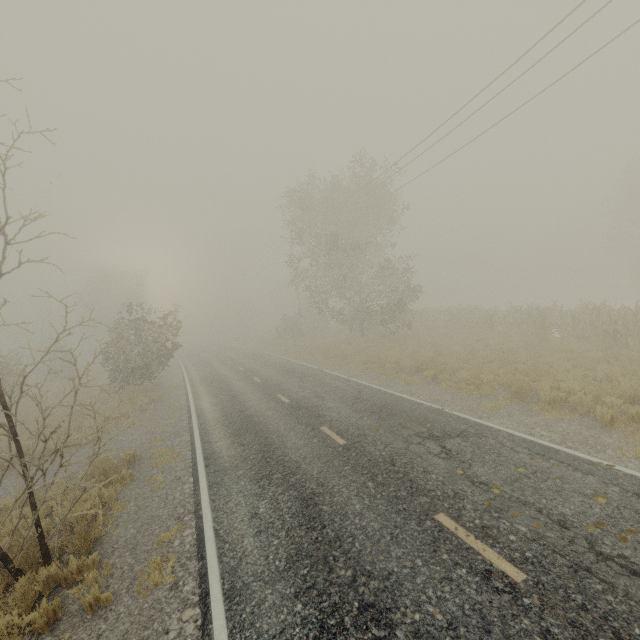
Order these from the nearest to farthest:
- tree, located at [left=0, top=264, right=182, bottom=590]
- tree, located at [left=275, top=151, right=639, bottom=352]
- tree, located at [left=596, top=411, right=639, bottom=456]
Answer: tree, located at [left=0, top=264, right=182, bottom=590], tree, located at [left=596, top=411, right=639, bottom=456], tree, located at [left=275, top=151, right=639, bottom=352]

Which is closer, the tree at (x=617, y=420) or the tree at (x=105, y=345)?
the tree at (x=105, y=345)

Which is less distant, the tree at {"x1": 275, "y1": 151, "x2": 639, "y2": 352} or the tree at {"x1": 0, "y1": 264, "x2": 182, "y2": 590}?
the tree at {"x1": 0, "y1": 264, "x2": 182, "y2": 590}

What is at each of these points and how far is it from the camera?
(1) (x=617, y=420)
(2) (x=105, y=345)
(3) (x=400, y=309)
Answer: (1) tree, 7.8 meters
(2) tree, 49.4 meters
(3) tree, 23.6 meters

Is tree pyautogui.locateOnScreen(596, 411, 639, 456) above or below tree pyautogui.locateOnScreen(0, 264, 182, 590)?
below

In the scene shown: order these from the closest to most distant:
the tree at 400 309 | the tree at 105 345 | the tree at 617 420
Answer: the tree at 105 345, the tree at 617 420, the tree at 400 309
